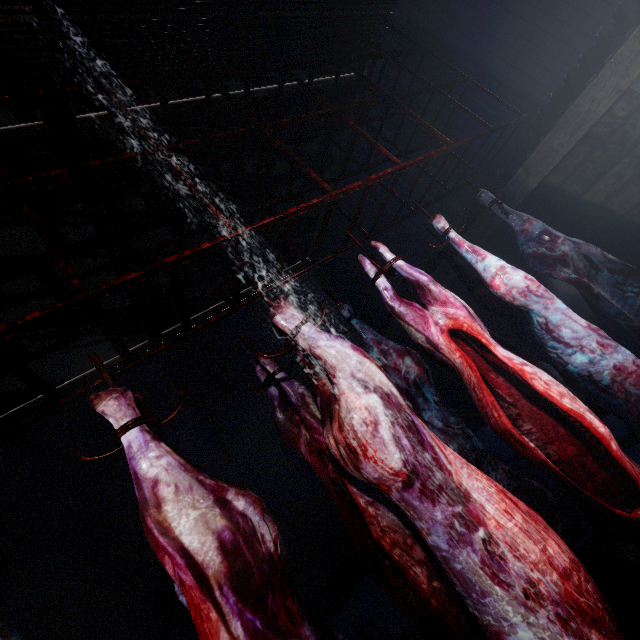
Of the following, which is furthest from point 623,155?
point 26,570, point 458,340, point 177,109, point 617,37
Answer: point 26,570

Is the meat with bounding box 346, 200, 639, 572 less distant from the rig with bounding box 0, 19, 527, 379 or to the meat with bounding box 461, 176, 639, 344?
the rig with bounding box 0, 19, 527, 379

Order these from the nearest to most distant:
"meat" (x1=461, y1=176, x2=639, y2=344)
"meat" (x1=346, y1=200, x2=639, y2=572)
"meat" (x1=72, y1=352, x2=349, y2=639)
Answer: "meat" (x1=72, y1=352, x2=349, y2=639) < "meat" (x1=346, y1=200, x2=639, y2=572) < "meat" (x1=461, y1=176, x2=639, y2=344)

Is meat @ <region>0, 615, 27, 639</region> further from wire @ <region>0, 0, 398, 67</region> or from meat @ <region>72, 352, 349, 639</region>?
wire @ <region>0, 0, 398, 67</region>

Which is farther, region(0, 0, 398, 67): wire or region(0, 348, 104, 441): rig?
region(0, 0, 398, 67): wire

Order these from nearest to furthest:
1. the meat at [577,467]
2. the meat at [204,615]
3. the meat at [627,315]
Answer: the meat at [204,615] → the meat at [577,467] → the meat at [627,315]

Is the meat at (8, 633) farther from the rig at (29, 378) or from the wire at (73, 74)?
the wire at (73, 74)

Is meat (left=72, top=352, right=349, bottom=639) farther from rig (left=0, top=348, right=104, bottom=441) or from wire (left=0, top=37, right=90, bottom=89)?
wire (left=0, top=37, right=90, bottom=89)
